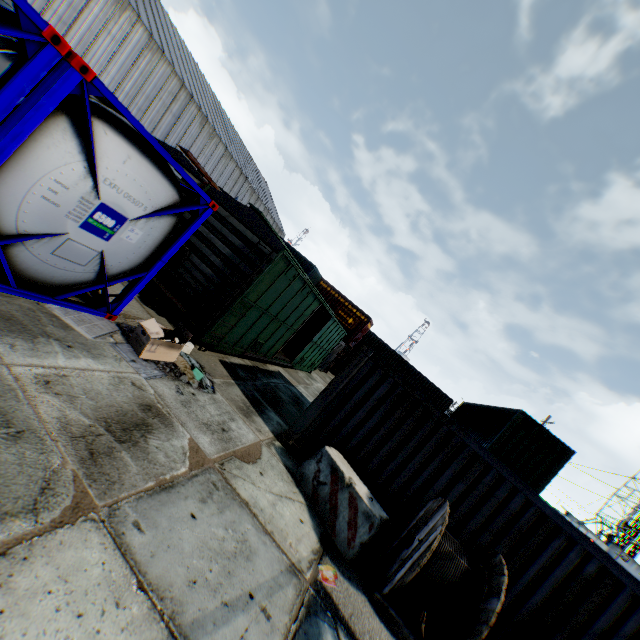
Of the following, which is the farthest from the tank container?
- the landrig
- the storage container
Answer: the landrig

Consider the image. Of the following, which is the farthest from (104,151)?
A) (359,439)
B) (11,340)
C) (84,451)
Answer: (359,439)

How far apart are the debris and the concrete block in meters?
3.3 m

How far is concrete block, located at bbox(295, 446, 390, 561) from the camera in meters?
5.4 m

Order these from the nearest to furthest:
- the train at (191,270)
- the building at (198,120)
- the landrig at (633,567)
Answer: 1. the train at (191,270)
2. the building at (198,120)
3. the landrig at (633,567)

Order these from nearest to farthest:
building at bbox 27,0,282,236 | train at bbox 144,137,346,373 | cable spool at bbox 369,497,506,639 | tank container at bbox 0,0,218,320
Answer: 1. tank container at bbox 0,0,218,320
2. cable spool at bbox 369,497,506,639
3. train at bbox 144,137,346,373
4. building at bbox 27,0,282,236

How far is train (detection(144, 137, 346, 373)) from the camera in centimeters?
834cm

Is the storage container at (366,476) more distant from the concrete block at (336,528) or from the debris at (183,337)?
the debris at (183,337)
